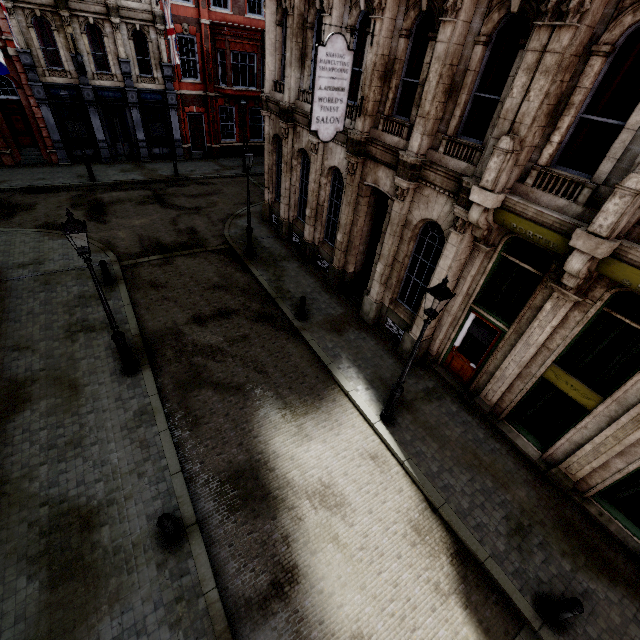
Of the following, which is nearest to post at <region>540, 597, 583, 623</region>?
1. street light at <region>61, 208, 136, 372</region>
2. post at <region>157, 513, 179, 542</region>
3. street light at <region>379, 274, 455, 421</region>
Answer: street light at <region>379, 274, 455, 421</region>

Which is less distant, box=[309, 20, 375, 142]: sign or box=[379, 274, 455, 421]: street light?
box=[379, 274, 455, 421]: street light

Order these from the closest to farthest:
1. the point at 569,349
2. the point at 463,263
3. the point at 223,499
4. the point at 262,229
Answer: the point at 223,499, the point at 569,349, the point at 463,263, the point at 262,229

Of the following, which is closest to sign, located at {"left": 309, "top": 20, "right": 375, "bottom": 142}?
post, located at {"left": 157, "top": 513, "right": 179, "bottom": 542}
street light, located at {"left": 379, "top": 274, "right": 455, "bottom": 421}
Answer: street light, located at {"left": 379, "top": 274, "right": 455, "bottom": 421}

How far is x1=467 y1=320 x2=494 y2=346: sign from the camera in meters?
9.4

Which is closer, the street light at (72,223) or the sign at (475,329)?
the street light at (72,223)

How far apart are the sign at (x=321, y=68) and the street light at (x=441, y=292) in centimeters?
625cm

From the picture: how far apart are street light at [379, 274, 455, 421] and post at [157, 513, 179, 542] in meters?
5.6
